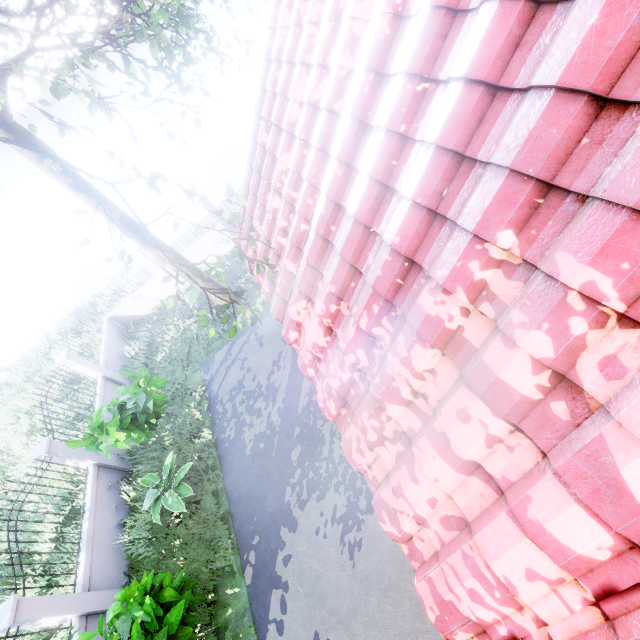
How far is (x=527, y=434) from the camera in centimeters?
189cm

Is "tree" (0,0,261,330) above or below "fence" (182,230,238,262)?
above

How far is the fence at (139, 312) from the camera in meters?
10.4

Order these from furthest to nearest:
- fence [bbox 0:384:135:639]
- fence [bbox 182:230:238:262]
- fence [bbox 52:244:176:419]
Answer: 1. fence [bbox 182:230:238:262]
2. fence [bbox 52:244:176:419]
3. fence [bbox 0:384:135:639]

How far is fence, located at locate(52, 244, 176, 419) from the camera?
10.4 meters

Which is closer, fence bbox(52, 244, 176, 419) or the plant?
the plant

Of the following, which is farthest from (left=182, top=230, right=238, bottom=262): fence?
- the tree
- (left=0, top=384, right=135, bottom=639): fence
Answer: (left=0, top=384, right=135, bottom=639): fence
